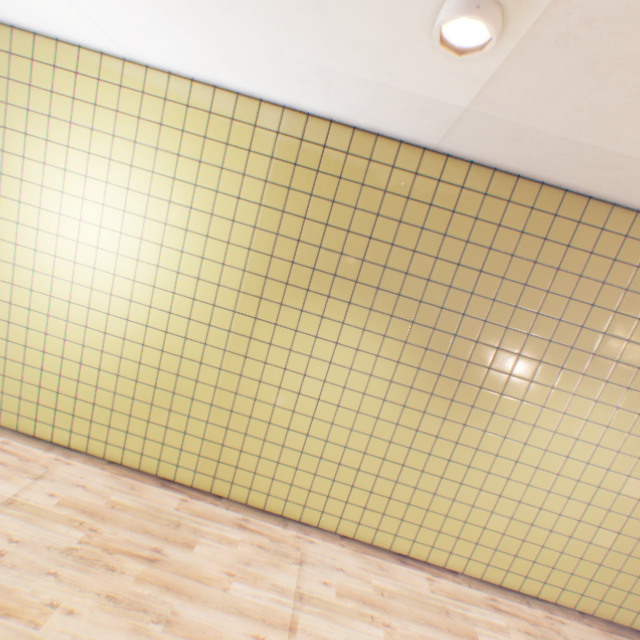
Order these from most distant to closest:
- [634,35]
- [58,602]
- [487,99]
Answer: [58,602] → [487,99] → [634,35]
